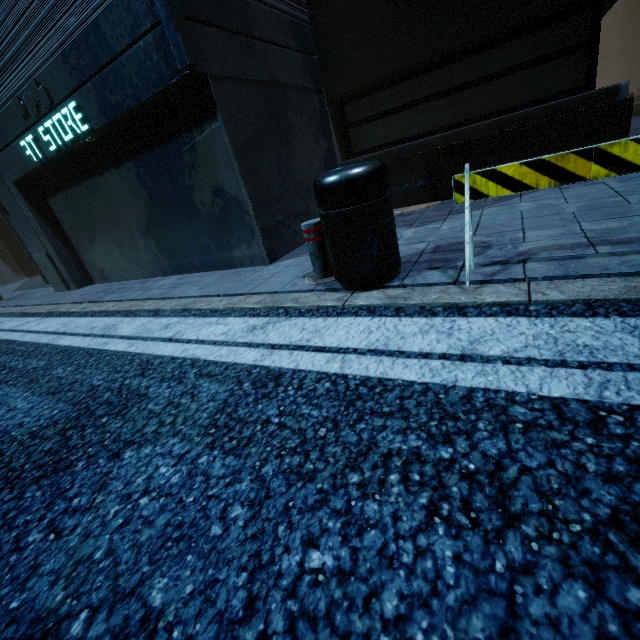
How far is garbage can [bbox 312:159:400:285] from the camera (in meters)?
2.30

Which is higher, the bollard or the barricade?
the barricade

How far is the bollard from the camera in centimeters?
294cm

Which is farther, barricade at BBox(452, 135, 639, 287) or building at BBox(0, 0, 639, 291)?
building at BBox(0, 0, 639, 291)

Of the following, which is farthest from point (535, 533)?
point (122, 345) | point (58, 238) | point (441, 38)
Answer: point (58, 238)

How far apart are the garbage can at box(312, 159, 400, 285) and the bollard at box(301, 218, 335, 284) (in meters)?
0.10

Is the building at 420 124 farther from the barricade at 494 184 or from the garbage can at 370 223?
the barricade at 494 184
